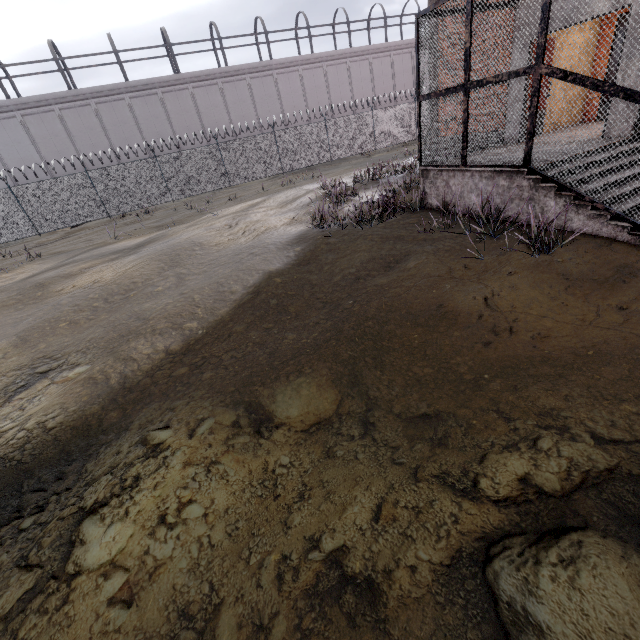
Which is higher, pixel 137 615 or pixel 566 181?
pixel 566 181
